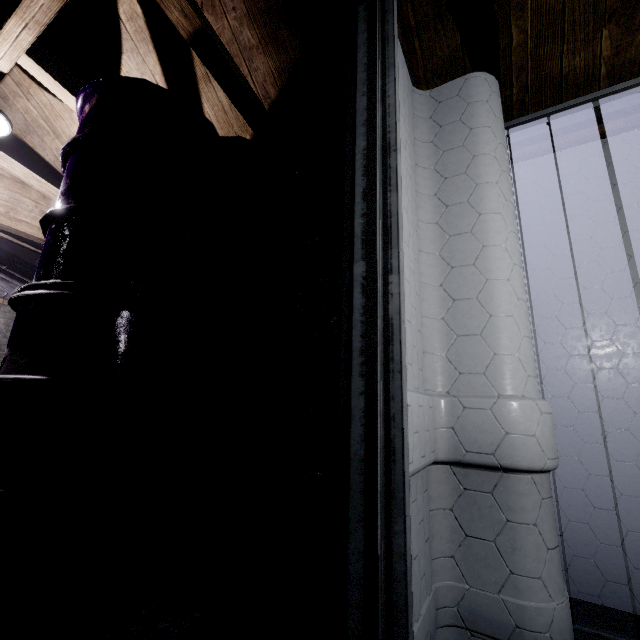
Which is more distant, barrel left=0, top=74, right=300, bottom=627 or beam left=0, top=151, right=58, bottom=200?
beam left=0, top=151, right=58, bottom=200

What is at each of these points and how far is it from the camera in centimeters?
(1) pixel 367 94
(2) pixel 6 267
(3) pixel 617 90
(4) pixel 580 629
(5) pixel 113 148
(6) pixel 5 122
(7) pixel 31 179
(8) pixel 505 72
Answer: (1) door, 92cm
(2) pipe, 353cm
(3) door, 129cm
(4) door, 100cm
(5) barrel, 139cm
(6) light, 181cm
(7) beam, 244cm
(8) beam, 142cm

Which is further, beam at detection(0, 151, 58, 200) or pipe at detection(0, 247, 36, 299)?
pipe at detection(0, 247, 36, 299)

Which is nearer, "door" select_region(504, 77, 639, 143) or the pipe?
"door" select_region(504, 77, 639, 143)

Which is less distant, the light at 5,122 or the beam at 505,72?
the beam at 505,72

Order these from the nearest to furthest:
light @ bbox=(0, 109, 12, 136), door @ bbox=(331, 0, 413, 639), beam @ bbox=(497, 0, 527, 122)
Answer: door @ bbox=(331, 0, 413, 639)
beam @ bbox=(497, 0, 527, 122)
light @ bbox=(0, 109, 12, 136)

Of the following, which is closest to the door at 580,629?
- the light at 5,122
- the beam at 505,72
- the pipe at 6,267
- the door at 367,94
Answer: the beam at 505,72
